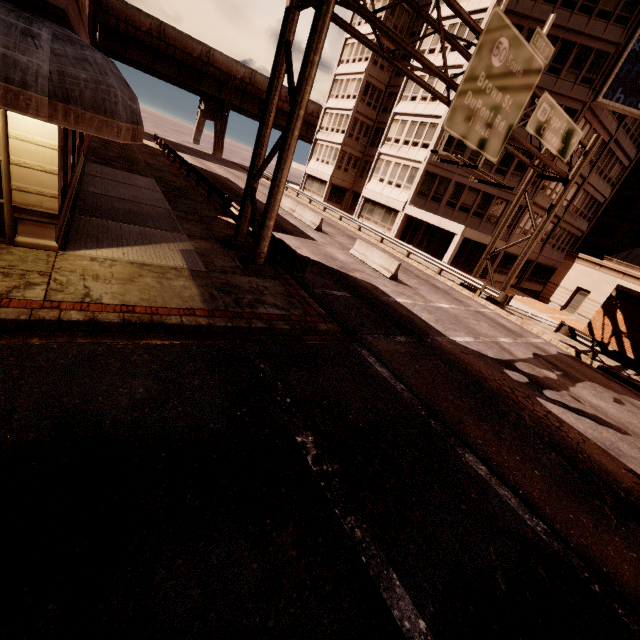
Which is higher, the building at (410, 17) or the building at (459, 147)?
the building at (410, 17)

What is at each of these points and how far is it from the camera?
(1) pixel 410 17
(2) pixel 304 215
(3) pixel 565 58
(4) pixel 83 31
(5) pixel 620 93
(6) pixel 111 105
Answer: (1) building, 35.41m
(2) barrier, 25.38m
(3) building, 24.36m
(4) building, 10.73m
(5) sign, 24.16m
(6) awning, 5.93m

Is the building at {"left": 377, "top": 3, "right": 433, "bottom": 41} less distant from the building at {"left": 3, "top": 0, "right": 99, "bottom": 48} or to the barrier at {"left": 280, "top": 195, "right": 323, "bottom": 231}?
the barrier at {"left": 280, "top": 195, "right": 323, "bottom": 231}

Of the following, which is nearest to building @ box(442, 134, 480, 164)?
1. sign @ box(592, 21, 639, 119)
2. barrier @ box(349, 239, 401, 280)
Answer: sign @ box(592, 21, 639, 119)

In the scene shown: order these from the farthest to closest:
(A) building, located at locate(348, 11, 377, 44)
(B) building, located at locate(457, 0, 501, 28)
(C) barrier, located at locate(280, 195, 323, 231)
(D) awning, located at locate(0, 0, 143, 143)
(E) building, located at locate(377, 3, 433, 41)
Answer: (A) building, located at locate(348, 11, 377, 44)
(E) building, located at locate(377, 3, 433, 41)
(B) building, located at locate(457, 0, 501, 28)
(C) barrier, located at locate(280, 195, 323, 231)
(D) awning, located at locate(0, 0, 143, 143)

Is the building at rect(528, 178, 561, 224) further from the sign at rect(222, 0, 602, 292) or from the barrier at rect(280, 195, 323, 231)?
the barrier at rect(280, 195, 323, 231)

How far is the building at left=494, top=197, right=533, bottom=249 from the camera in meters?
28.3 m

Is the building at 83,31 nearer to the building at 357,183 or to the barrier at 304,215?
the barrier at 304,215
